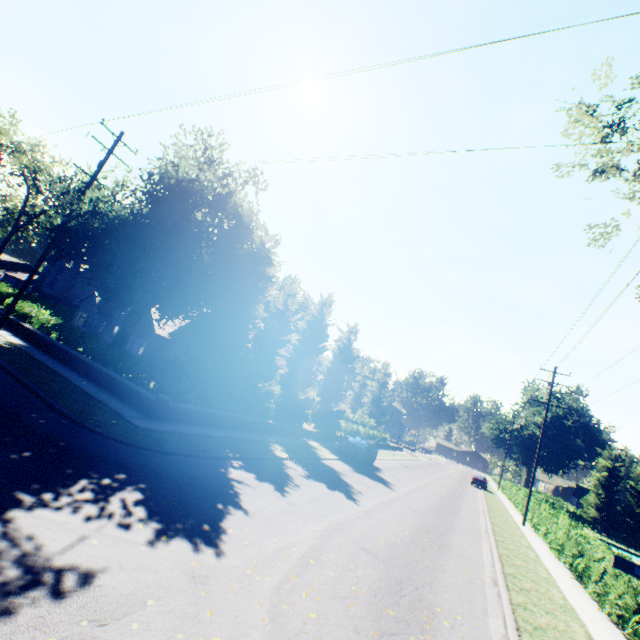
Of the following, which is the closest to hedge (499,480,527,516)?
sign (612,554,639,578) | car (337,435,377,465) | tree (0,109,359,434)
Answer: tree (0,109,359,434)

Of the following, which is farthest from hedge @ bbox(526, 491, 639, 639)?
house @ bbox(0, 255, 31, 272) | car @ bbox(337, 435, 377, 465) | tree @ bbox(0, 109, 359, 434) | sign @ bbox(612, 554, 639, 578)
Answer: sign @ bbox(612, 554, 639, 578)

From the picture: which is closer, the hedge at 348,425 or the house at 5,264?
the hedge at 348,425

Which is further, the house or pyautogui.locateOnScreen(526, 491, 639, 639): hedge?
the house

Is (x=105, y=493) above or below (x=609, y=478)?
below

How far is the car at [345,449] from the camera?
21.44m

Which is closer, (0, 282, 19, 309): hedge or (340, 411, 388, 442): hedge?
Answer: (0, 282, 19, 309): hedge
